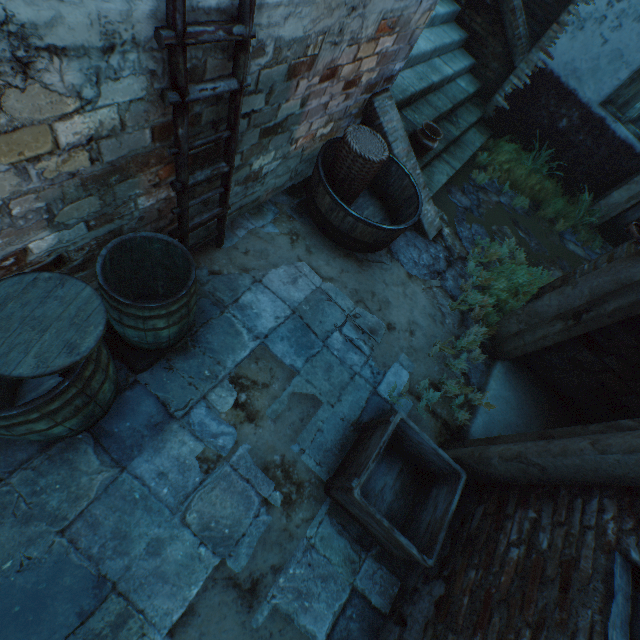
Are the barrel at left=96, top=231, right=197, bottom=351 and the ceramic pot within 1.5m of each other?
no

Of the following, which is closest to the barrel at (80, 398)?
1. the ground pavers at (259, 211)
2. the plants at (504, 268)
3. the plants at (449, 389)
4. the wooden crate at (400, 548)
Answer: the ground pavers at (259, 211)

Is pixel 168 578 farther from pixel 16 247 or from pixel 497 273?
pixel 497 273

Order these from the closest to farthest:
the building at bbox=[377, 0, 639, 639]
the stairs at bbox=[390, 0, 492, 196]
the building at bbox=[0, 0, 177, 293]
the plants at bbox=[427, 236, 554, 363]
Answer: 1. the building at bbox=[0, 0, 177, 293]
2. the building at bbox=[377, 0, 639, 639]
3. the plants at bbox=[427, 236, 554, 363]
4. the stairs at bbox=[390, 0, 492, 196]

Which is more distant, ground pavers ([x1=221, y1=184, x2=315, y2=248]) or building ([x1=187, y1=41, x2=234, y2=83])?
ground pavers ([x1=221, y1=184, x2=315, y2=248])

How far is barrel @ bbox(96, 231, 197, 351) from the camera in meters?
2.0 m

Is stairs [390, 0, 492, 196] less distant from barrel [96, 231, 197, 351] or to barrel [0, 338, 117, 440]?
barrel [96, 231, 197, 351]

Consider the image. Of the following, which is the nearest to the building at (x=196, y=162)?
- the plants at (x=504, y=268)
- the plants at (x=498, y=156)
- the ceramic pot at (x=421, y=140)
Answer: the plants at (x=504, y=268)
